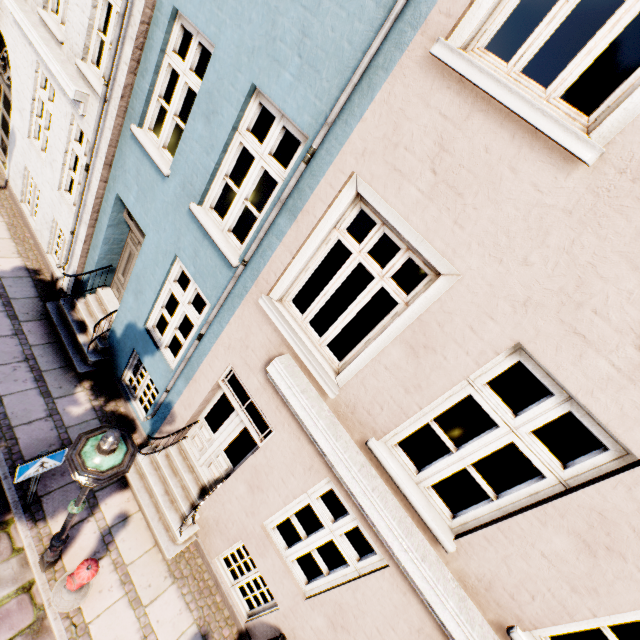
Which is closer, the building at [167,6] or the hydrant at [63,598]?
the building at [167,6]

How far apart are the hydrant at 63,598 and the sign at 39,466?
1.28m

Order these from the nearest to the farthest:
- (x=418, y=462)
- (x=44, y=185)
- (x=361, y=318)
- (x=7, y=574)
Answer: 1. (x=7, y=574)
2. (x=44, y=185)
3. (x=361, y=318)
4. (x=418, y=462)

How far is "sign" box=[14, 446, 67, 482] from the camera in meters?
3.9

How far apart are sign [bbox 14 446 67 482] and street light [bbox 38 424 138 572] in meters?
0.8

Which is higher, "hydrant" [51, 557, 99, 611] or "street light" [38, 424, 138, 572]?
A: "street light" [38, 424, 138, 572]

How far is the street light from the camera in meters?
2.7 m

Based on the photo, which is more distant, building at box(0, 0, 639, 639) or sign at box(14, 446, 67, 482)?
sign at box(14, 446, 67, 482)
